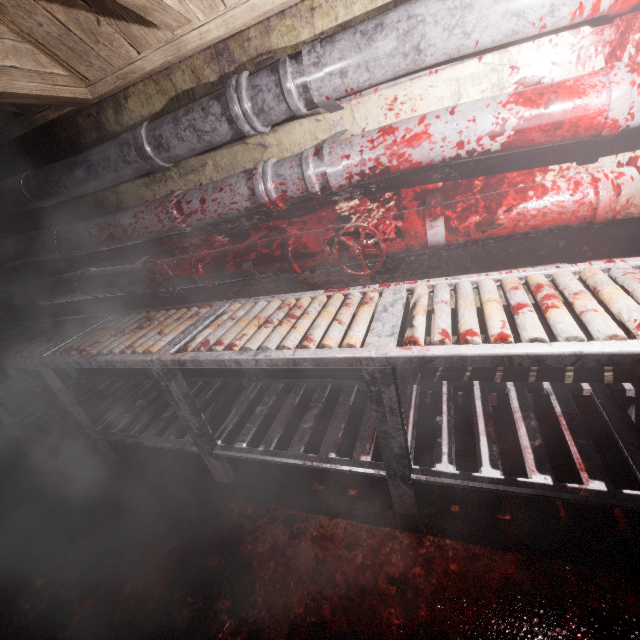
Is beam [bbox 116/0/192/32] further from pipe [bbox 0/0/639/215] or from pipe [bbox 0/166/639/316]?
pipe [bbox 0/166/639/316]

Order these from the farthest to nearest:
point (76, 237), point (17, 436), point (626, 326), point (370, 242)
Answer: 1. point (17, 436)
2. point (76, 237)
3. point (370, 242)
4. point (626, 326)

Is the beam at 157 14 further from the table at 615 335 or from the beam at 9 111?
the table at 615 335

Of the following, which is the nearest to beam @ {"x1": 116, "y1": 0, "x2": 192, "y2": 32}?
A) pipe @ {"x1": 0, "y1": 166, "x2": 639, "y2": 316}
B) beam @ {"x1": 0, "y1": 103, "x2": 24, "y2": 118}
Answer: beam @ {"x1": 0, "y1": 103, "x2": 24, "y2": 118}

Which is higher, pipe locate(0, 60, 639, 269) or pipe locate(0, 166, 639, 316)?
pipe locate(0, 60, 639, 269)

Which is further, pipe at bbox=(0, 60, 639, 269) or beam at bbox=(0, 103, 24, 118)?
beam at bbox=(0, 103, 24, 118)

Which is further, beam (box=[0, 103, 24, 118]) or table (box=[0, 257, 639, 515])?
beam (box=[0, 103, 24, 118])

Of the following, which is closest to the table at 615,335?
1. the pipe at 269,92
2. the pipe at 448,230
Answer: the pipe at 448,230
